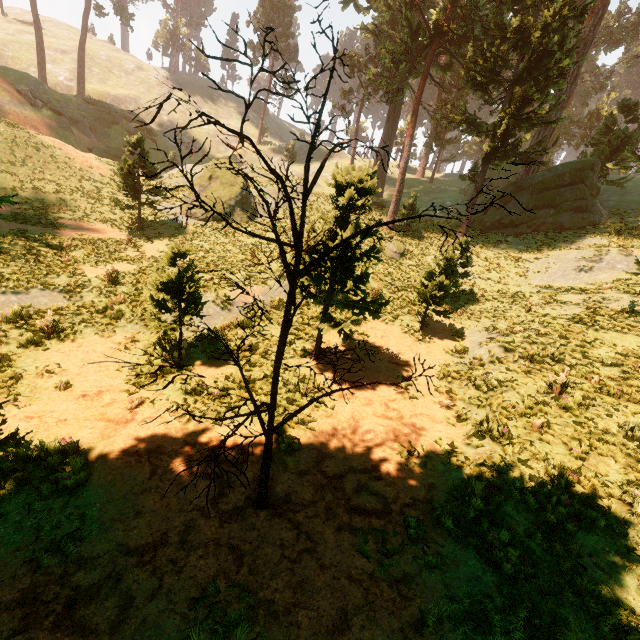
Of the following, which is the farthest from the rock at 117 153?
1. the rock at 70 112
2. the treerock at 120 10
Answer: the treerock at 120 10

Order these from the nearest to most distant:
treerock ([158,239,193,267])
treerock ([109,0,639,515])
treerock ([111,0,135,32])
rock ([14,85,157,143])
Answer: treerock ([109,0,639,515]), treerock ([158,239,193,267]), rock ([14,85,157,143]), treerock ([111,0,135,32])

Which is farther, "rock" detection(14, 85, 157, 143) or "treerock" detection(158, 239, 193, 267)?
"rock" detection(14, 85, 157, 143)

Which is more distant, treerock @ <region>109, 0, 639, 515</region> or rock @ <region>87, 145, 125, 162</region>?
rock @ <region>87, 145, 125, 162</region>

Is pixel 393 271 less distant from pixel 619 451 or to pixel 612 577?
pixel 619 451

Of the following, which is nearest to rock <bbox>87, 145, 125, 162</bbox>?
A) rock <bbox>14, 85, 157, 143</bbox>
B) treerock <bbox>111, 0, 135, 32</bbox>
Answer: rock <bbox>14, 85, 157, 143</bbox>

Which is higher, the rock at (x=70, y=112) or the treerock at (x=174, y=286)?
the rock at (x=70, y=112)
